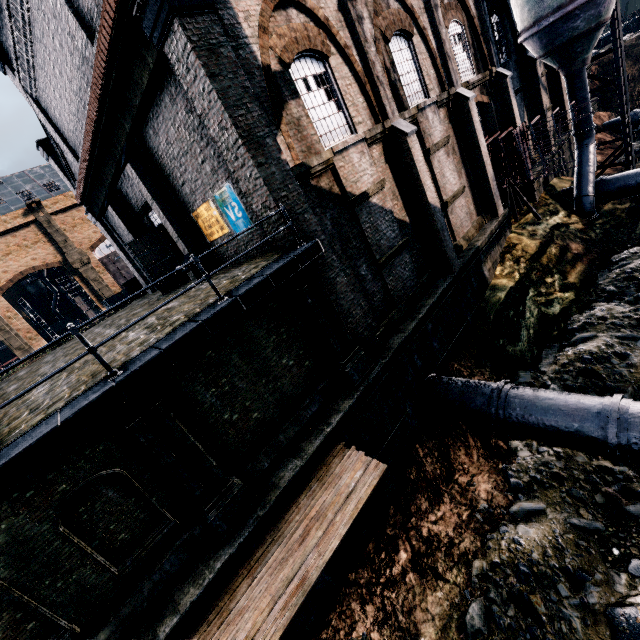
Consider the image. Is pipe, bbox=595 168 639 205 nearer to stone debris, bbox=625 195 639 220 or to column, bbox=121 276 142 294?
stone debris, bbox=625 195 639 220

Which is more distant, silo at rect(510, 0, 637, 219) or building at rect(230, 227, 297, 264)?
silo at rect(510, 0, 637, 219)

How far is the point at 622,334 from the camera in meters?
13.1 m

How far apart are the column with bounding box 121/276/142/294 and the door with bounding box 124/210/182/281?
12.6m

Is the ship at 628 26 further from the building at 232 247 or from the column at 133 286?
the column at 133 286

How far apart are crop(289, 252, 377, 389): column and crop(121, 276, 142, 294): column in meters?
23.9 m

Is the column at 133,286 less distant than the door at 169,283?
No
